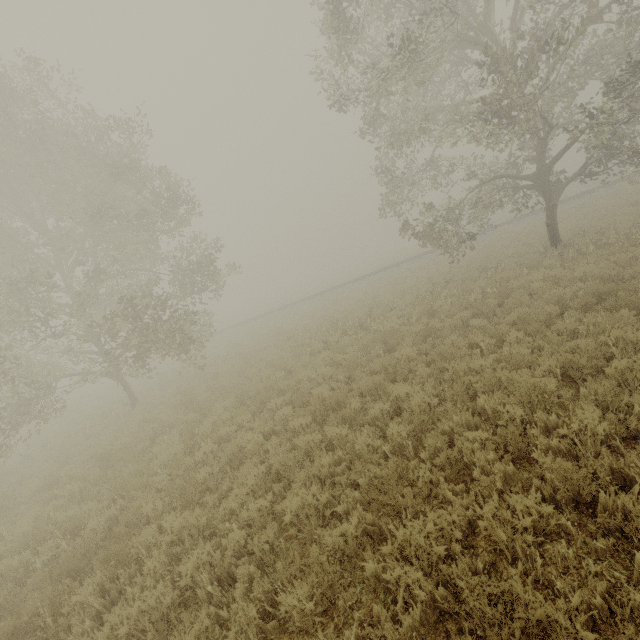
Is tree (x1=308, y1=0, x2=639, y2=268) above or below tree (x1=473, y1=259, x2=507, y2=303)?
above

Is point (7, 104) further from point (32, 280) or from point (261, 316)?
point (261, 316)

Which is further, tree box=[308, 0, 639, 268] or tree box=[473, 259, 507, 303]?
tree box=[473, 259, 507, 303]

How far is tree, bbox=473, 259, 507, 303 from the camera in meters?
10.9 m

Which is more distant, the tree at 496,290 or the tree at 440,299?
the tree at 440,299

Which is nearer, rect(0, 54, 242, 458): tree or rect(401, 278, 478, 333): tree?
rect(401, 278, 478, 333): tree

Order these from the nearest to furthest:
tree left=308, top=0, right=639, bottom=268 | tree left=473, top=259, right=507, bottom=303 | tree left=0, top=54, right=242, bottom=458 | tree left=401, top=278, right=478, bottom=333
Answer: tree left=308, top=0, right=639, bottom=268 → tree left=473, top=259, right=507, bottom=303 → tree left=401, top=278, right=478, bottom=333 → tree left=0, top=54, right=242, bottom=458
